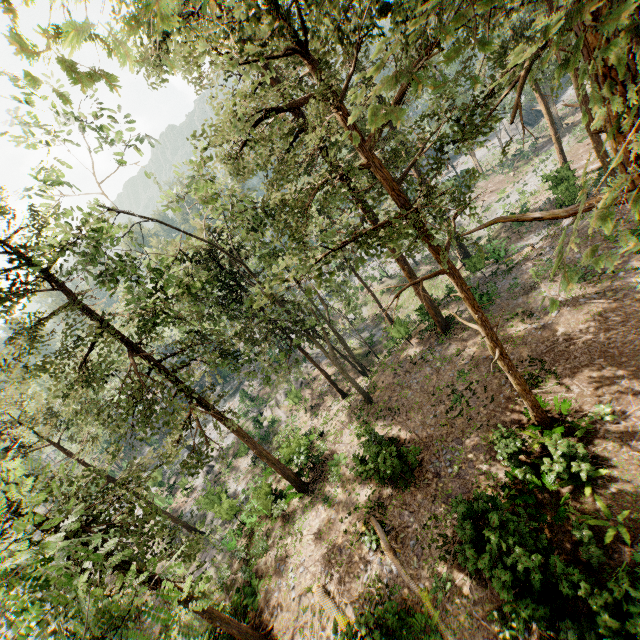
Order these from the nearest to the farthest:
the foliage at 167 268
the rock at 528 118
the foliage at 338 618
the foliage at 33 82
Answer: the foliage at 33 82, the foliage at 167 268, the foliage at 338 618, the rock at 528 118

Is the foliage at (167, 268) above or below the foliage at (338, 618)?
above

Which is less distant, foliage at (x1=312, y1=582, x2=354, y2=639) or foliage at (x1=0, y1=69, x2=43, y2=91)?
foliage at (x1=0, y1=69, x2=43, y2=91)

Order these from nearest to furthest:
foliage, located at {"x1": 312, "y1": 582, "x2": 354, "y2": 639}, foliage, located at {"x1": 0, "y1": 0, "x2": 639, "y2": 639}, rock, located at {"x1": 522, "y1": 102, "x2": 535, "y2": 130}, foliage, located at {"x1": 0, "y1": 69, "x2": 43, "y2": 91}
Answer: foliage, located at {"x1": 0, "y1": 69, "x2": 43, "y2": 91}
foliage, located at {"x1": 0, "y1": 0, "x2": 639, "y2": 639}
foliage, located at {"x1": 312, "y1": 582, "x2": 354, "y2": 639}
rock, located at {"x1": 522, "y1": 102, "x2": 535, "y2": 130}

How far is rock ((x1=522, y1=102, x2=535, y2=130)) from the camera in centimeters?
5623cm

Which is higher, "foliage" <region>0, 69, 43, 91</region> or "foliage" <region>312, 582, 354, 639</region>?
"foliage" <region>0, 69, 43, 91</region>

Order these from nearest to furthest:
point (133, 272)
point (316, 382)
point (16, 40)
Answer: point (16, 40) < point (133, 272) < point (316, 382)

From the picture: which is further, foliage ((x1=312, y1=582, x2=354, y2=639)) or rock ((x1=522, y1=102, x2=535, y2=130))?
rock ((x1=522, y1=102, x2=535, y2=130))
